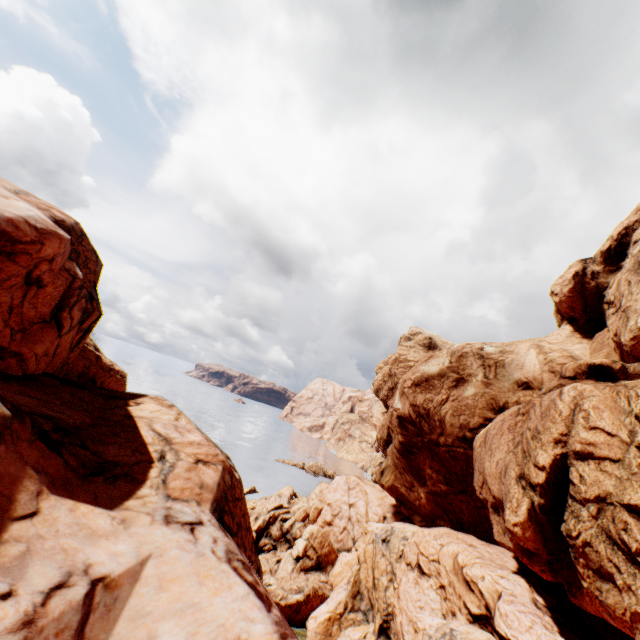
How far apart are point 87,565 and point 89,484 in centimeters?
274cm
